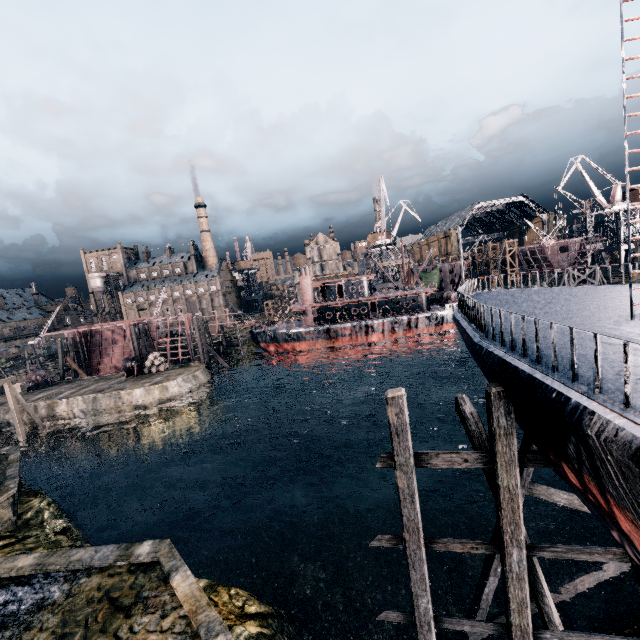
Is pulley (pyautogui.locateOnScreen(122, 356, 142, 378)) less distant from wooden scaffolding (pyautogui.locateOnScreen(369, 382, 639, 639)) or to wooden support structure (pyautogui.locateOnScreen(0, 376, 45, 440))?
wooden support structure (pyautogui.locateOnScreen(0, 376, 45, 440))

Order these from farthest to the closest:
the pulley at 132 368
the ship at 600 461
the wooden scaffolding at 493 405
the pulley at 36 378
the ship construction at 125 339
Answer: the ship construction at 125 339
the pulley at 36 378
the pulley at 132 368
the wooden scaffolding at 493 405
the ship at 600 461

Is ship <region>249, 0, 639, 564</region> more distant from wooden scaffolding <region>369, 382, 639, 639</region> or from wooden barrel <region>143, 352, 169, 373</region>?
wooden barrel <region>143, 352, 169, 373</region>

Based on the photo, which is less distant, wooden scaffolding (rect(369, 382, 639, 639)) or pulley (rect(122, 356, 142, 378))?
wooden scaffolding (rect(369, 382, 639, 639))

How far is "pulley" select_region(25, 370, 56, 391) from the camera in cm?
A: 4322

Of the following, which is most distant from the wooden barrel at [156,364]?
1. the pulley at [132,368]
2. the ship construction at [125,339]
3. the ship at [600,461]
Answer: the ship at [600,461]

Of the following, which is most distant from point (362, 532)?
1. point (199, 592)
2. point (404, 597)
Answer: point (199, 592)

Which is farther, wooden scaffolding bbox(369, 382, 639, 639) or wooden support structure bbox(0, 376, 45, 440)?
wooden support structure bbox(0, 376, 45, 440)
